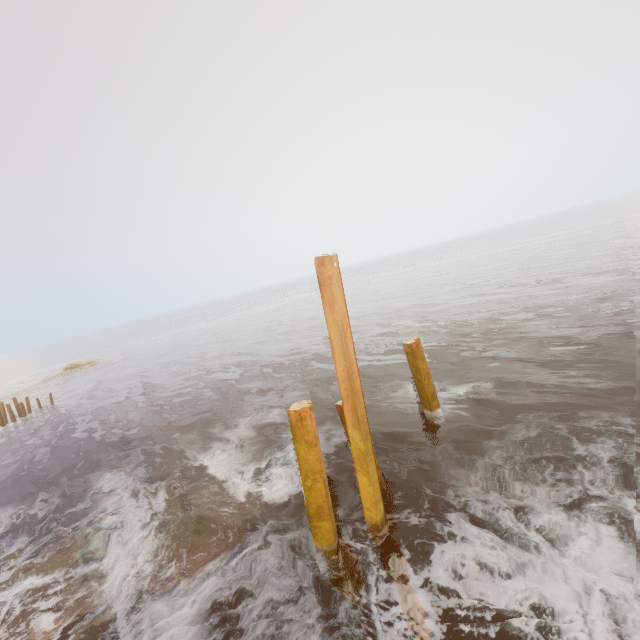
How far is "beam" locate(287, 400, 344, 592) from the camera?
5.5 meters

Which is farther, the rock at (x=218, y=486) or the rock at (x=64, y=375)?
the rock at (x=64, y=375)

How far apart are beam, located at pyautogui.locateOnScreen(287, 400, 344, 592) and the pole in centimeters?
51cm

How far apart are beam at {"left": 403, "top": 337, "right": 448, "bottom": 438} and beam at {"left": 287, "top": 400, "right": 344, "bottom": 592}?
4.23m

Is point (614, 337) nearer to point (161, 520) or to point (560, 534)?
point (560, 534)

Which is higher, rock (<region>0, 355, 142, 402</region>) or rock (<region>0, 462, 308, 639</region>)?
rock (<region>0, 355, 142, 402</region>)

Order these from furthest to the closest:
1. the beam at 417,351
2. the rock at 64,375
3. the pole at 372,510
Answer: the rock at 64,375 → the beam at 417,351 → the pole at 372,510

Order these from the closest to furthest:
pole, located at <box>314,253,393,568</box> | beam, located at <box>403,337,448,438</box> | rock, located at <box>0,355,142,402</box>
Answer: pole, located at <box>314,253,393,568</box>
beam, located at <box>403,337,448,438</box>
rock, located at <box>0,355,142,402</box>
